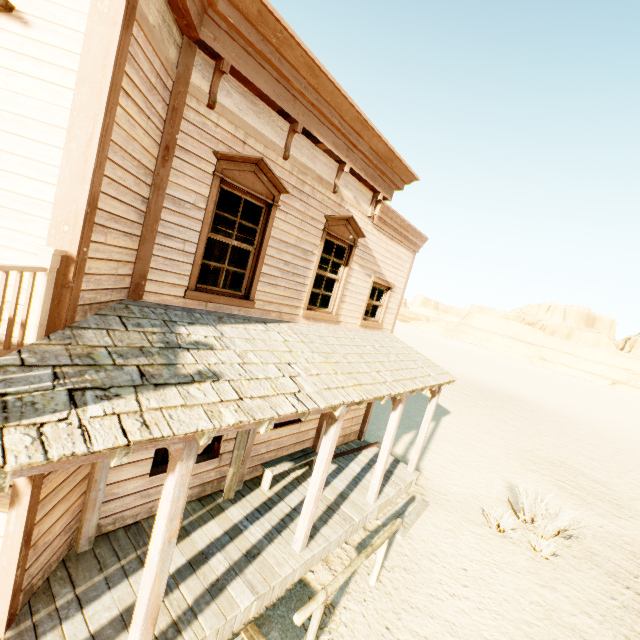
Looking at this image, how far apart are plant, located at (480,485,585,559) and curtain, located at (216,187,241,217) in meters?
9.1 m

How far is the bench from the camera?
6.6 meters

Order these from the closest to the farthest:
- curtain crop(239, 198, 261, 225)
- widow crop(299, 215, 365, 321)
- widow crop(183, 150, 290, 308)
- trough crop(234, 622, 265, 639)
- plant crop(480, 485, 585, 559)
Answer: trough crop(234, 622, 265, 639) → widow crop(183, 150, 290, 308) → curtain crop(239, 198, 261, 225) → widow crop(299, 215, 365, 321) → plant crop(480, 485, 585, 559)

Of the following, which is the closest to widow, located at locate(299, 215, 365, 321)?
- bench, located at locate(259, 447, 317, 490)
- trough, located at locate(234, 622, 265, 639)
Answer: bench, located at locate(259, 447, 317, 490)

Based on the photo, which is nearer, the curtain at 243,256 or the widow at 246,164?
the widow at 246,164

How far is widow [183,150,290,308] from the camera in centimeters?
459cm

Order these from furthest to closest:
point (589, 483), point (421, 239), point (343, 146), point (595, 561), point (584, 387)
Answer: point (584, 387) → point (589, 483) → point (421, 239) → point (595, 561) → point (343, 146)

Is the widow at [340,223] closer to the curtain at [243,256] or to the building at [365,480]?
the building at [365,480]
